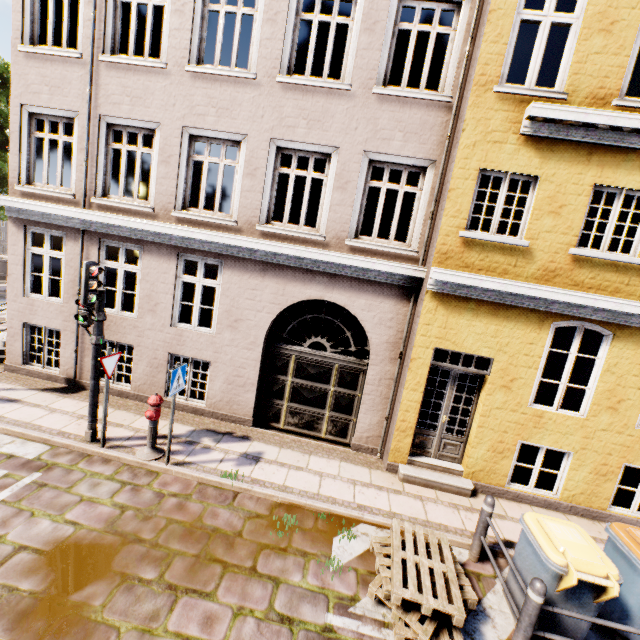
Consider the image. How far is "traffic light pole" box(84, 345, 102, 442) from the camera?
6.0m

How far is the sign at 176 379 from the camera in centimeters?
546cm

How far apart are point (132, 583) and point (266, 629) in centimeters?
173cm

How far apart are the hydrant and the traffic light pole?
0.90m

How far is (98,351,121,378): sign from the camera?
5.68m

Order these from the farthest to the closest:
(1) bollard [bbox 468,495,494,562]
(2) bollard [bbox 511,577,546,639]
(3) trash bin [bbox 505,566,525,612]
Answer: (1) bollard [bbox 468,495,494,562]
(3) trash bin [bbox 505,566,525,612]
(2) bollard [bbox 511,577,546,639]

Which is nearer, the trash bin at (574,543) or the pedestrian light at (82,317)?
the trash bin at (574,543)

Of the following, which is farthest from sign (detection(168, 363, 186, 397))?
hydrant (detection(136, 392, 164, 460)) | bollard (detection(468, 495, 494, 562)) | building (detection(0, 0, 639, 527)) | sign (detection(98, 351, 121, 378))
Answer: bollard (detection(468, 495, 494, 562))
